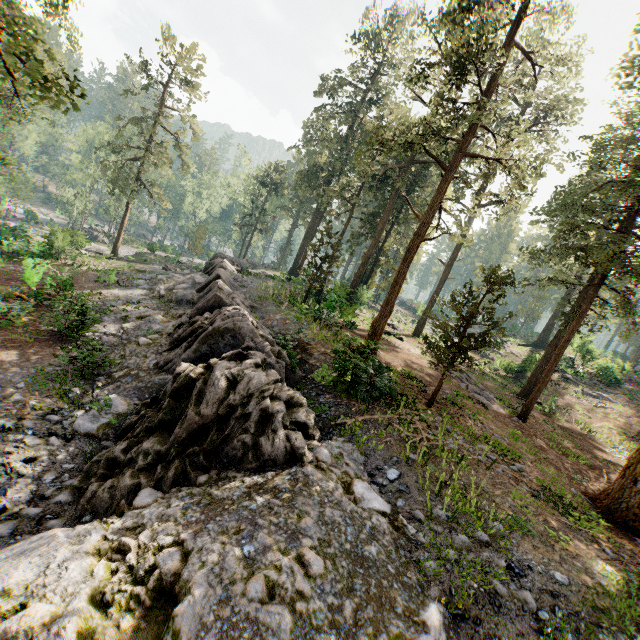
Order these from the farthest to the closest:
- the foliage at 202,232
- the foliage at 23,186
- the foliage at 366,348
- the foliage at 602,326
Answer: the foliage at 202,232 < the foliage at 602,326 < the foliage at 366,348 < the foliage at 23,186

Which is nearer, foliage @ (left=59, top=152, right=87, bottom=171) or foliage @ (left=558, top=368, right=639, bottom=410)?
foliage @ (left=558, top=368, right=639, bottom=410)

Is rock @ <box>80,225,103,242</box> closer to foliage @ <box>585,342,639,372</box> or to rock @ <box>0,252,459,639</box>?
foliage @ <box>585,342,639,372</box>

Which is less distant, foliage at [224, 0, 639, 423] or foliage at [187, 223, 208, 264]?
foliage at [224, 0, 639, 423]

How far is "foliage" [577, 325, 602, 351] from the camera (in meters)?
16.24

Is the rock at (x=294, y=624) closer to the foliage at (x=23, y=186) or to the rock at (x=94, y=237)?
the foliage at (x=23, y=186)

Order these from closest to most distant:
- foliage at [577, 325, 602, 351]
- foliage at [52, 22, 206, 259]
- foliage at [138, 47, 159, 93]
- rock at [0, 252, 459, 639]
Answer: rock at [0, 252, 459, 639]
foliage at [577, 325, 602, 351]
foliage at [138, 47, 159, 93]
foliage at [52, 22, 206, 259]

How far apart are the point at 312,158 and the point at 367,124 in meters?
22.7 m
